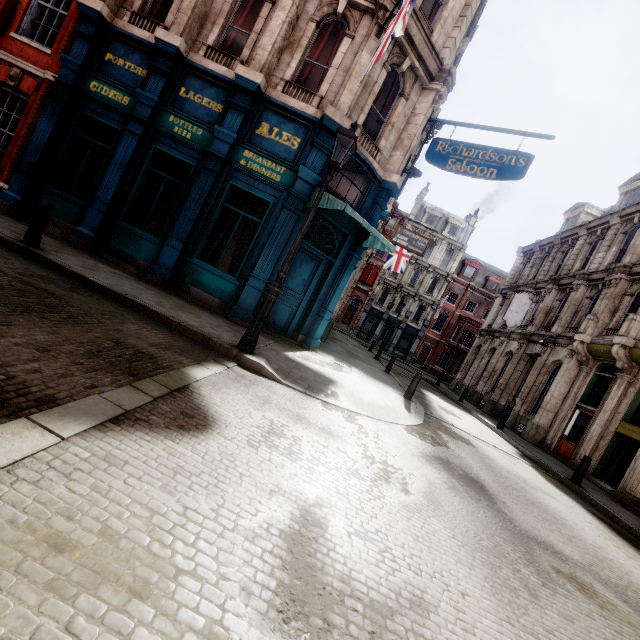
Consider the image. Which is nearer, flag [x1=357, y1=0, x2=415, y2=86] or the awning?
flag [x1=357, y1=0, x2=415, y2=86]

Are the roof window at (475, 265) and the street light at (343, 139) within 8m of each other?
no

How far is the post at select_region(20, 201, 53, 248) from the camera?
6.5 meters

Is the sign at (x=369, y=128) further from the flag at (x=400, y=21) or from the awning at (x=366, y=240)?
the awning at (x=366, y=240)

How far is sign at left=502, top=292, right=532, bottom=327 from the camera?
21.2m

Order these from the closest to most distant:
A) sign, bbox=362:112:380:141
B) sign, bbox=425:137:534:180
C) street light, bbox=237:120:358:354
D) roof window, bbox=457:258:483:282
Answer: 1. street light, bbox=237:120:358:354
2. sign, bbox=425:137:534:180
3. sign, bbox=362:112:380:141
4. roof window, bbox=457:258:483:282

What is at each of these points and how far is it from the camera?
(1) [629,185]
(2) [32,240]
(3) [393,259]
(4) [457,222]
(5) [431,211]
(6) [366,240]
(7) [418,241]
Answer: (1) roof window, 19.7m
(2) post, 6.5m
(3) flag, 25.2m
(4) roof window, 41.4m
(5) roof window, 41.7m
(6) awning, 10.2m
(7) sign, 17.9m

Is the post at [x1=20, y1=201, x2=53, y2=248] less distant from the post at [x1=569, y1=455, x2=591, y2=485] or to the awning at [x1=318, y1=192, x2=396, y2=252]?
the awning at [x1=318, y1=192, x2=396, y2=252]
